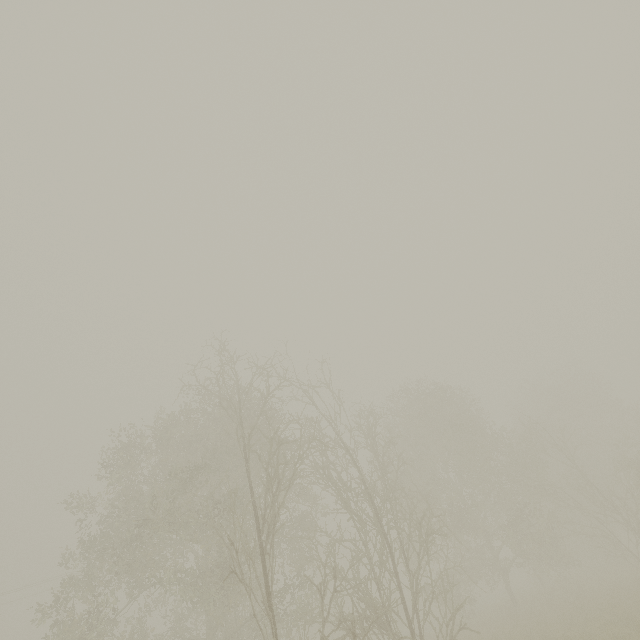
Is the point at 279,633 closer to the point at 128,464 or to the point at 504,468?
the point at 128,464
